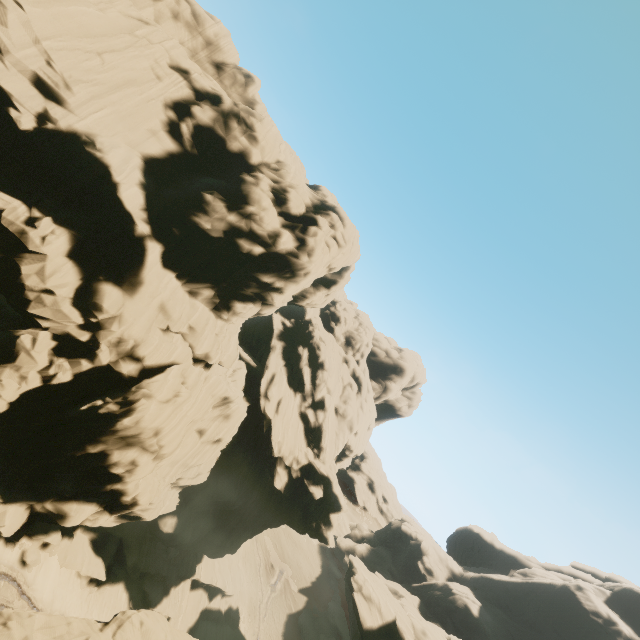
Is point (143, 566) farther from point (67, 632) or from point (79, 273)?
point (79, 273)

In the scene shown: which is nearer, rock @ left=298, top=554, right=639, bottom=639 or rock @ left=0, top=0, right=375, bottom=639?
rock @ left=0, top=0, right=375, bottom=639

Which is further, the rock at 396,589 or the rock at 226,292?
the rock at 396,589
